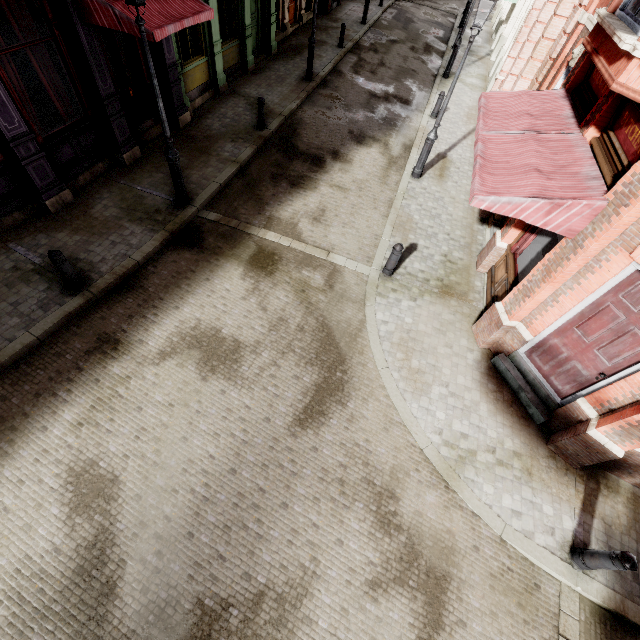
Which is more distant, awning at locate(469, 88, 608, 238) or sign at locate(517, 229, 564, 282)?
sign at locate(517, 229, 564, 282)

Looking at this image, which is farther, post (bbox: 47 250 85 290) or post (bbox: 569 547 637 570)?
post (bbox: 47 250 85 290)

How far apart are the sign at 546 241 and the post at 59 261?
9.3 meters

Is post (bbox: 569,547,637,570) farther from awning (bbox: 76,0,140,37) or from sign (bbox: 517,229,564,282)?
awning (bbox: 76,0,140,37)

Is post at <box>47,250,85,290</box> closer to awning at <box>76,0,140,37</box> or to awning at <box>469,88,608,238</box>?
awning at <box>76,0,140,37</box>

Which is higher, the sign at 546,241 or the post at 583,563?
the sign at 546,241

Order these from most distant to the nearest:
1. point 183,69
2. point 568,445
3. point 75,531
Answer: point 183,69
point 568,445
point 75,531

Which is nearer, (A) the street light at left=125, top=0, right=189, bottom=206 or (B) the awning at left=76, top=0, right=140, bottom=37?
(A) the street light at left=125, top=0, right=189, bottom=206
